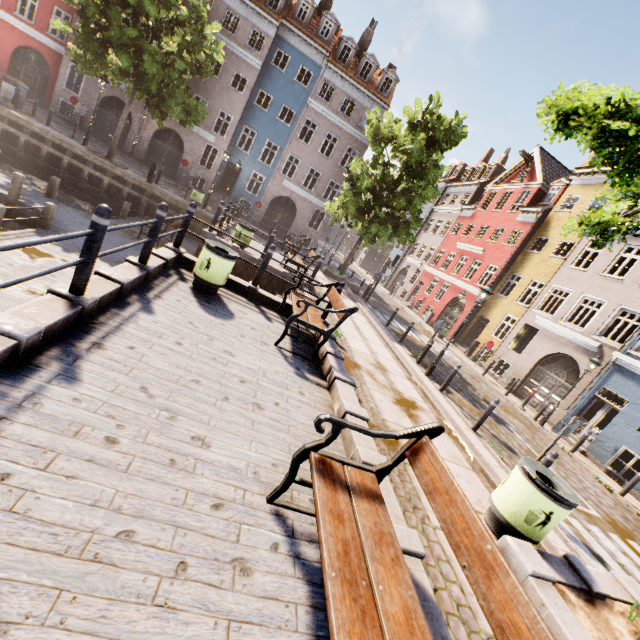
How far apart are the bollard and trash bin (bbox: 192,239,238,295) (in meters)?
2.70

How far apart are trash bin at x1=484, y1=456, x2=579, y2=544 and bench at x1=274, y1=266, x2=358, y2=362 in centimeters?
345cm

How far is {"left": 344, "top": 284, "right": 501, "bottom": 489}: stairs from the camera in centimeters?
568cm

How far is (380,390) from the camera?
6.7m

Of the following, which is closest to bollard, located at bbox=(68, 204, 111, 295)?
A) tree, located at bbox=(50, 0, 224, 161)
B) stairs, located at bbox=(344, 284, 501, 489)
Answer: tree, located at bbox=(50, 0, 224, 161)

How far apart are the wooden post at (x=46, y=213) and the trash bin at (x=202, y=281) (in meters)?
Result: 6.73

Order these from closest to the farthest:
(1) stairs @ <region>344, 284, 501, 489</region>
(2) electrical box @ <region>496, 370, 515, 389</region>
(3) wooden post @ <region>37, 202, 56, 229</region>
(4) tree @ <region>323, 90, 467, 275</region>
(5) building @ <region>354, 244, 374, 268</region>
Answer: (1) stairs @ <region>344, 284, 501, 489</region> < (3) wooden post @ <region>37, 202, 56, 229</region> < (4) tree @ <region>323, 90, 467, 275</region> < (2) electrical box @ <region>496, 370, 515, 389</region> < (5) building @ <region>354, 244, 374, 268</region>

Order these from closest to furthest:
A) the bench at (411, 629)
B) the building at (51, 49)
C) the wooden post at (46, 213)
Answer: the bench at (411, 629)
the wooden post at (46, 213)
the building at (51, 49)
